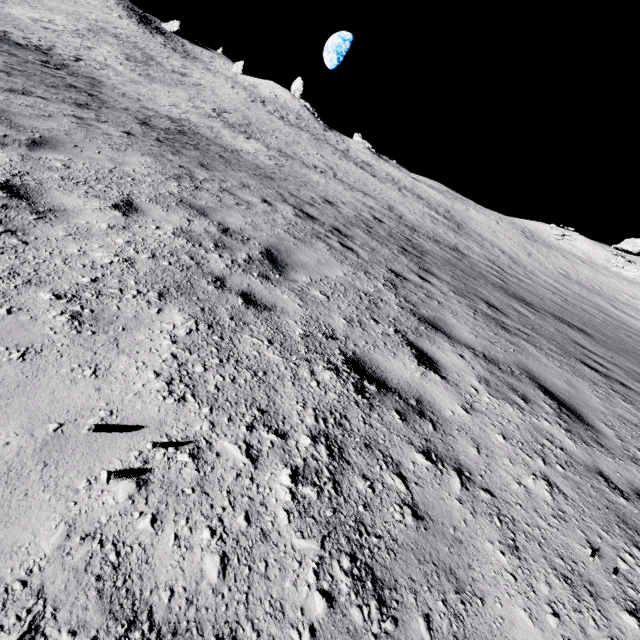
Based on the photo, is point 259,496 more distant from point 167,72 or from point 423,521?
point 167,72
